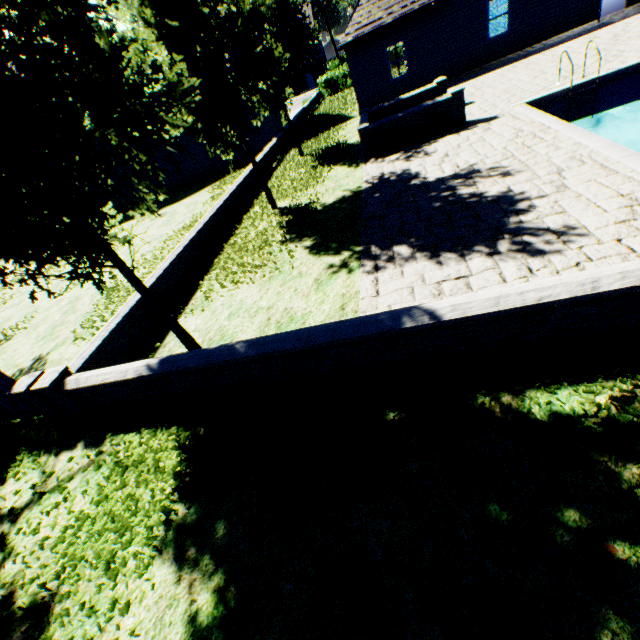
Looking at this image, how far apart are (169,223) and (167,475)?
14.54m

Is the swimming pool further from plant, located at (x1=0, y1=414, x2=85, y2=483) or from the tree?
plant, located at (x1=0, y1=414, x2=85, y2=483)

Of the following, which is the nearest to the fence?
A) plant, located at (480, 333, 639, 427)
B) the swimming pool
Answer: plant, located at (480, 333, 639, 427)

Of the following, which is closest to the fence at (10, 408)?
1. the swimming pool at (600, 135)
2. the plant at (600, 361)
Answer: the plant at (600, 361)

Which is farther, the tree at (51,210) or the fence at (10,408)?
the fence at (10,408)

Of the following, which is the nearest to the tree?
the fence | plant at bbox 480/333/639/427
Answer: the fence

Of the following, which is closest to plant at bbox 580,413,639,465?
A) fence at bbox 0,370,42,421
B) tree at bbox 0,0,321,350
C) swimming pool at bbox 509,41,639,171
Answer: fence at bbox 0,370,42,421
